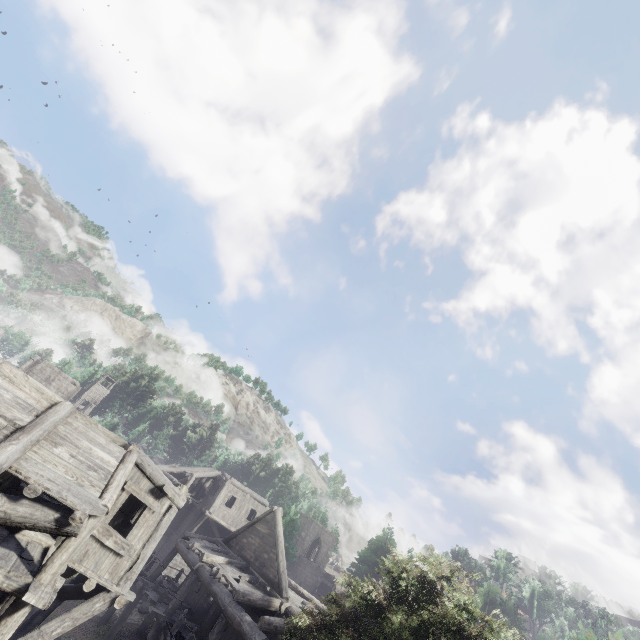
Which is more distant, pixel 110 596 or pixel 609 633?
pixel 609 633
